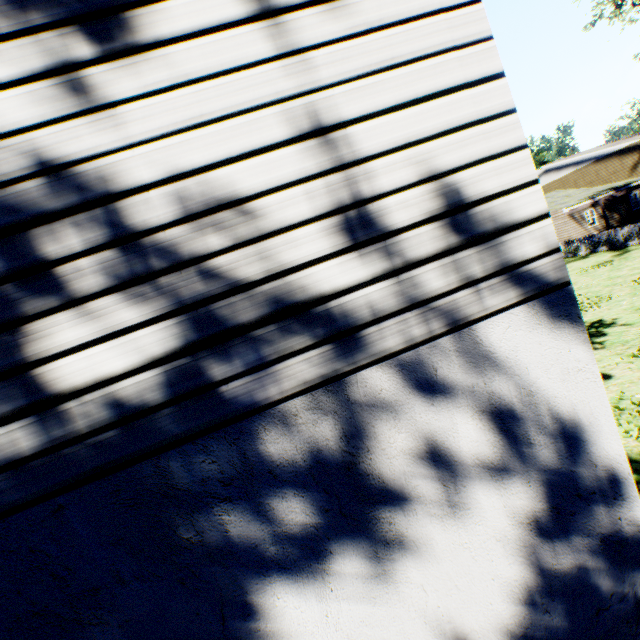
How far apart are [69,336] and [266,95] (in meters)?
1.25

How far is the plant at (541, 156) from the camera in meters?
54.2

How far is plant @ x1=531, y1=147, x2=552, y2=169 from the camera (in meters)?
54.19
